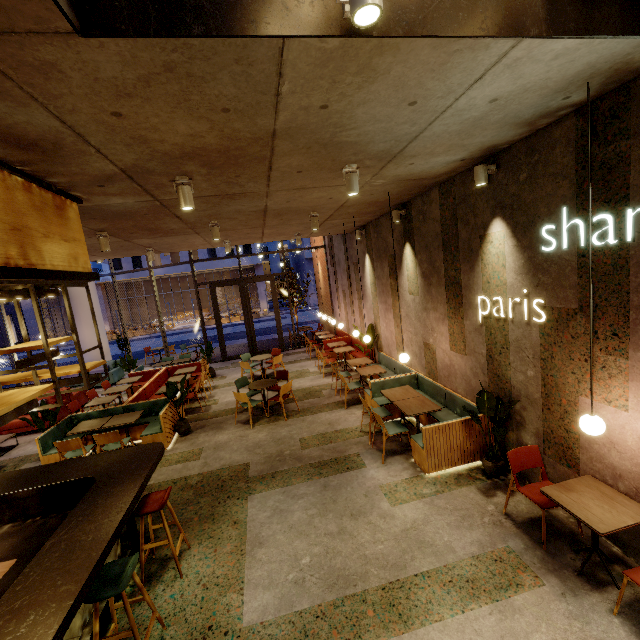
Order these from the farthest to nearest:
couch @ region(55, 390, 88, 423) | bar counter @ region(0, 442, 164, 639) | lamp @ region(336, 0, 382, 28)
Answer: couch @ region(55, 390, 88, 423), bar counter @ region(0, 442, 164, 639), lamp @ region(336, 0, 382, 28)

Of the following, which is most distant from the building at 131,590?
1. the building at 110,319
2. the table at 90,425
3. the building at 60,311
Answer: the building at 60,311

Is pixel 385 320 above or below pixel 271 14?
below

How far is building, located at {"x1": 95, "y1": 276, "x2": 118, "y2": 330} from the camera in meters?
35.6

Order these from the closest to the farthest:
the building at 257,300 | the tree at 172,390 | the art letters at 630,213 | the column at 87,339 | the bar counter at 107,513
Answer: the bar counter at 107,513 < the art letters at 630,213 < the tree at 172,390 < the column at 87,339 < the building at 257,300

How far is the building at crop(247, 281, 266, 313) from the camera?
39.03m

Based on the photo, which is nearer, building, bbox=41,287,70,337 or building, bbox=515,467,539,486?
building, bbox=515,467,539,486

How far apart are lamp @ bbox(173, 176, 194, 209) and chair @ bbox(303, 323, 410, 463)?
5.25m
